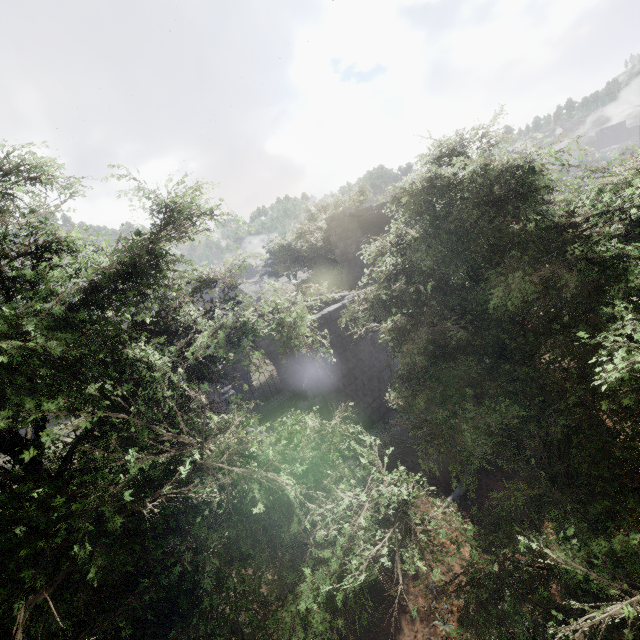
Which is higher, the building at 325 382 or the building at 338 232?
the building at 338 232

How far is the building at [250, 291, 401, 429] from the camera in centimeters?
1092cm

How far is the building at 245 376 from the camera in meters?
12.6 m

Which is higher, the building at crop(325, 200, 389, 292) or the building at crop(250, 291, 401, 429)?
the building at crop(325, 200, 389, 292)

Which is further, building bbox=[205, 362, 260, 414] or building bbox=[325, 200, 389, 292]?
building bbox=[325, 200, 389, 292]

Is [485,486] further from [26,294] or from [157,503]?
[26,294]
